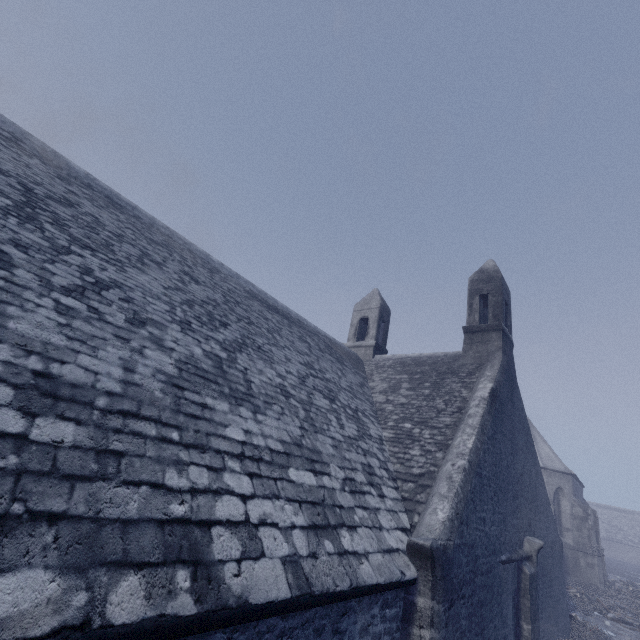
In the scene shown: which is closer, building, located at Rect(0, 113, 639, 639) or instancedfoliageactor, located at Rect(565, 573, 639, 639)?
building, located at Rect(0, 113, 639, 639)

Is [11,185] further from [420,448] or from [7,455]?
[420,448]

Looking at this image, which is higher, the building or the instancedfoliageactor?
the building

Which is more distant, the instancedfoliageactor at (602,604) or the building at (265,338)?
the instancedfoliageactor at (602,604)

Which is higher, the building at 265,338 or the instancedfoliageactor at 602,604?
the building at 265,338
